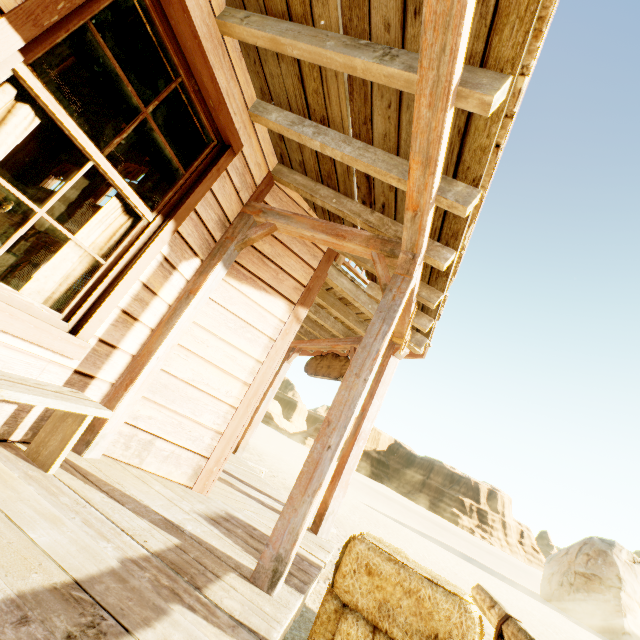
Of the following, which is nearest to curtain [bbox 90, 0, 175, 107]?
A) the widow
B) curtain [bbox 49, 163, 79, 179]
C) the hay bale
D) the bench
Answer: the widow

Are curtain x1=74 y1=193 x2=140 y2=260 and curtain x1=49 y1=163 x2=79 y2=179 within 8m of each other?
no

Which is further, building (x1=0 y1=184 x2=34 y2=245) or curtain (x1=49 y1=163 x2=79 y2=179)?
curtain (x1=49 y1=163 x2=79 y2=179)

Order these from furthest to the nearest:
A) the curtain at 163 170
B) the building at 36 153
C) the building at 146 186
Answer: the building at 36 153, the building at 146 186, the curtain at 163 170

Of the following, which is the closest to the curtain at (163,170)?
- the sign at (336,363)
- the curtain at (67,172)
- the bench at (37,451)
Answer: the bench at (37,451)

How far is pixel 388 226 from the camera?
3.1 meters

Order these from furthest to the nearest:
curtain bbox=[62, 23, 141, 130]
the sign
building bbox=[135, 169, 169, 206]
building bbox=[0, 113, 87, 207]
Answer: building bbox=[0, 113, 87, 207] → building bbox=[135, 169, 169, 206] → the sign → curtain bbox=[62, 23, 141, 130]

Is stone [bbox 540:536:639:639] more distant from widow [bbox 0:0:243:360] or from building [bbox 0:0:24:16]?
widow [bbox 0:0:243:360]
